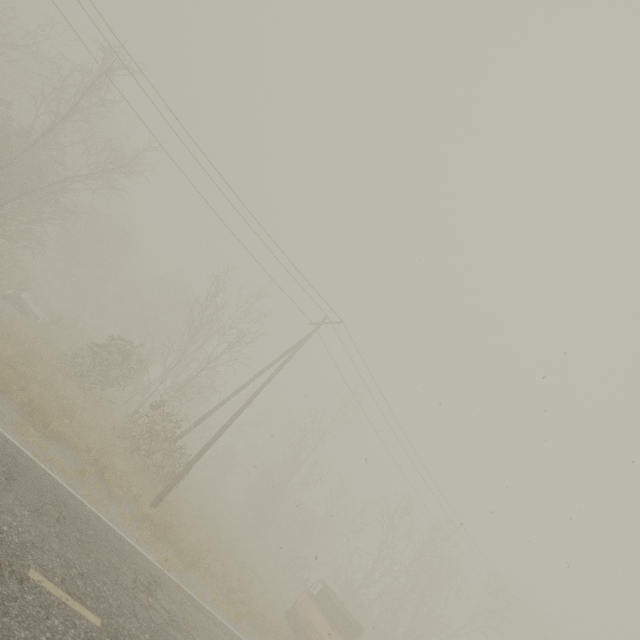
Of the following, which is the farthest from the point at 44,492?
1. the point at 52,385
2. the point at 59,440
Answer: the point at 52,385
